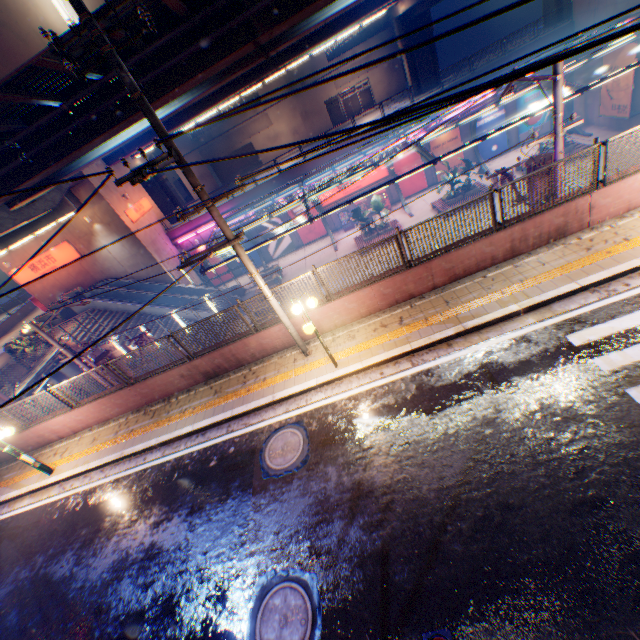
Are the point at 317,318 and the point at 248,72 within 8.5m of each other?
no

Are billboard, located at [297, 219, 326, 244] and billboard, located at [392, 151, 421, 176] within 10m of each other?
yes

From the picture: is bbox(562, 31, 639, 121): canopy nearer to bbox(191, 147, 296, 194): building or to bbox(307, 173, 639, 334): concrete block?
bbox(307, 173, 639, 334): concrete block

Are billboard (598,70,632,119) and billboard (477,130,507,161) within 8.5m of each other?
yes

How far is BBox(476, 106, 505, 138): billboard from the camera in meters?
27.0

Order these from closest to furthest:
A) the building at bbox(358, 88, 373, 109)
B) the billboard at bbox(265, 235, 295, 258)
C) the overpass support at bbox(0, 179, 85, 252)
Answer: the overpass support at bbox(0, 179, 85, 252) < the billboard at bbox(265, 235, 295, 258) < the building at bbox(358, 88, 373, 109)

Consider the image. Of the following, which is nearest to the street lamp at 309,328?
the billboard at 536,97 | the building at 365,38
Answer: the billboard at 536,97

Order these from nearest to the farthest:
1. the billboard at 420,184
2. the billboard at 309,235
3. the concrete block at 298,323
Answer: the concrete block at 298,323 → the billboard at 420,184 → the billboard at 309,235
